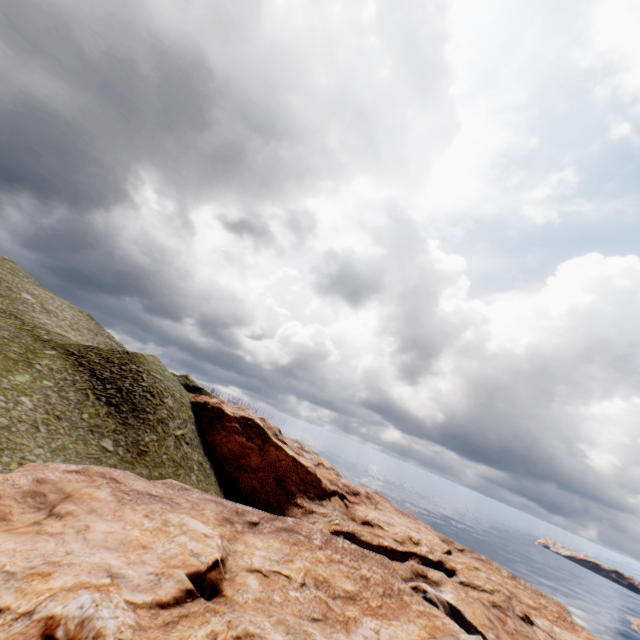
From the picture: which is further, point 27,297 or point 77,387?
point 27,297
